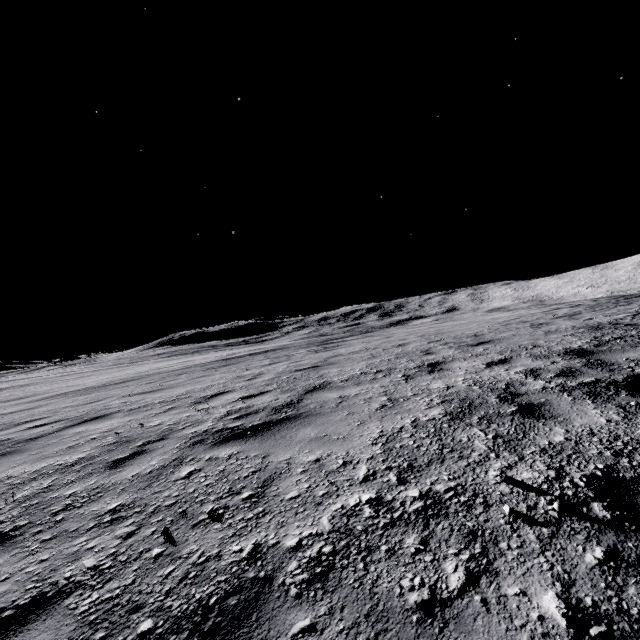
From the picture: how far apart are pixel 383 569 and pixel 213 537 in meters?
1.0 m
